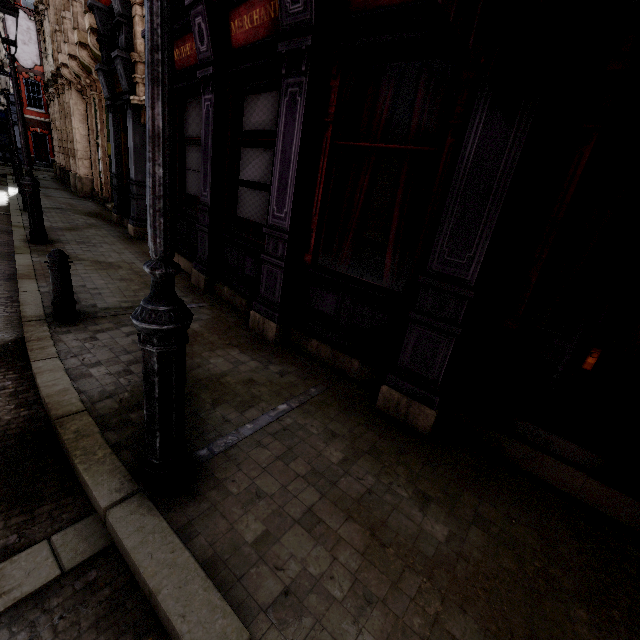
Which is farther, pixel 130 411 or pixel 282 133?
pixel 282 133

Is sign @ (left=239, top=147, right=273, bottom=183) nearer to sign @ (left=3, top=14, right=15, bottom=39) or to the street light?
the street light

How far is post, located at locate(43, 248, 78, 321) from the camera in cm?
420

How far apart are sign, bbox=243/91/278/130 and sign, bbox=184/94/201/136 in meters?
1.4 m

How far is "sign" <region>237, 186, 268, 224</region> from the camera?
5.25m

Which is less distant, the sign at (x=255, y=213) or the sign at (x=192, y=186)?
the sign at (x=255, y=213)

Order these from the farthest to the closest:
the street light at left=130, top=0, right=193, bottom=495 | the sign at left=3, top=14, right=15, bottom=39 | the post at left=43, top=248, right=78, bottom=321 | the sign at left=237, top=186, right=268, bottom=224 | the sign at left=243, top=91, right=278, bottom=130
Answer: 1. the sign at left=3, top=14, right=15, bottom=39
2. the sign at left=237, top=186, right=268, bottom=224
3. the sign at left=243, top=91, right=278, bottom=130
4. the post at left=43, top=248, right=78, bottom=321
5. the street light at left=130, top=0, right=193, bottom=495

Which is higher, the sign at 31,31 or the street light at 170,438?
the sign at 31,31
